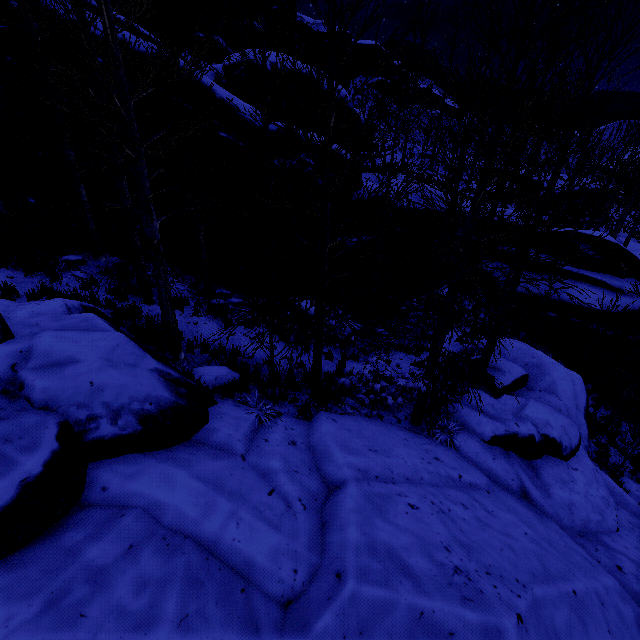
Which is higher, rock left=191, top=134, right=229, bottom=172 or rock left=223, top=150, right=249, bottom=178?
rock left=191, top=134, right=229, bottom=172

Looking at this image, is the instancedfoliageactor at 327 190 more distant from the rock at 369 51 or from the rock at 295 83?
the rock at 295 83

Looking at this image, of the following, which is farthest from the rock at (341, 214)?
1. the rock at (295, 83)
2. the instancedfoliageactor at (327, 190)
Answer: the rock at (295, 83)

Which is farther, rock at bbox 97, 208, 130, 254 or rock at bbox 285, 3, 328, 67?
rock at bbox 285, 3, 328, 67

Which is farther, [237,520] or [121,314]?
[121,314]

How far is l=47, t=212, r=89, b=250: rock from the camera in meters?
8.9 m
